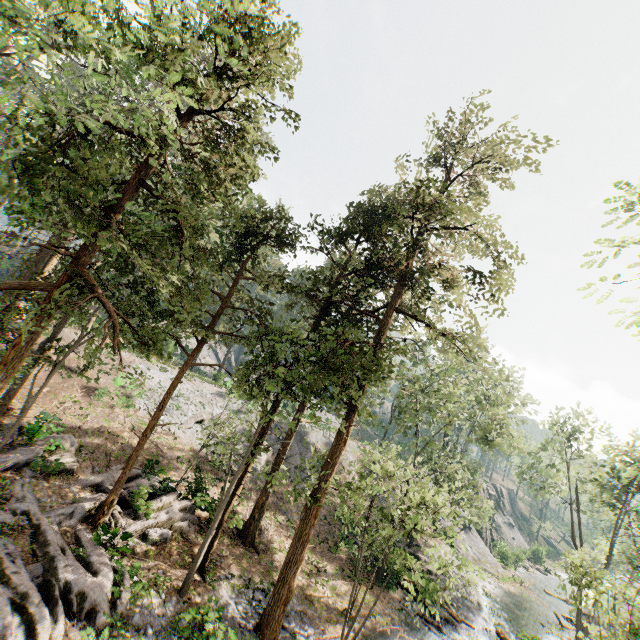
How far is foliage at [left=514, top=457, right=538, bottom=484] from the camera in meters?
31.3

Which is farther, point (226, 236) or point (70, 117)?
point (226, 236)

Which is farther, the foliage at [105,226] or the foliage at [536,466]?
the foliage at [536,466]

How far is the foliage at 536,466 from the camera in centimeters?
3127cm

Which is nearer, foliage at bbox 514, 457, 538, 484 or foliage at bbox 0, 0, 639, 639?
foliage at bbox 0, 0, 639, 639
